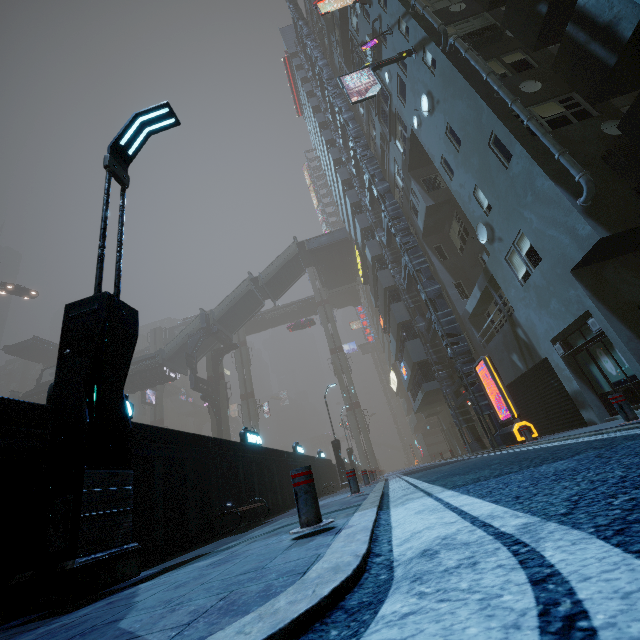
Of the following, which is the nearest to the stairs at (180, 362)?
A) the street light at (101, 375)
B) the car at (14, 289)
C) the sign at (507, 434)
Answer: the car at (14, 289)

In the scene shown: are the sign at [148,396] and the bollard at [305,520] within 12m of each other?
no

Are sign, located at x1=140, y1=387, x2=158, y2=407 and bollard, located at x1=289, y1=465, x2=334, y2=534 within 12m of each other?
no

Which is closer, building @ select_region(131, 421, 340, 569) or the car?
building @ select_region(131, 421, 340, 569)

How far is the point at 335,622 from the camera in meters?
1.1 m

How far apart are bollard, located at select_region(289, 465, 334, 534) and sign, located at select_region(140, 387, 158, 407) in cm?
5362

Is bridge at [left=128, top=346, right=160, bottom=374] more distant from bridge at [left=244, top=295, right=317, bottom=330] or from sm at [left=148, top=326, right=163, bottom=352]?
bridge at [left=244, top=295, right=317, bottom=330]

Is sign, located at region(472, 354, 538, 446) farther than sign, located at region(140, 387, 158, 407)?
No
